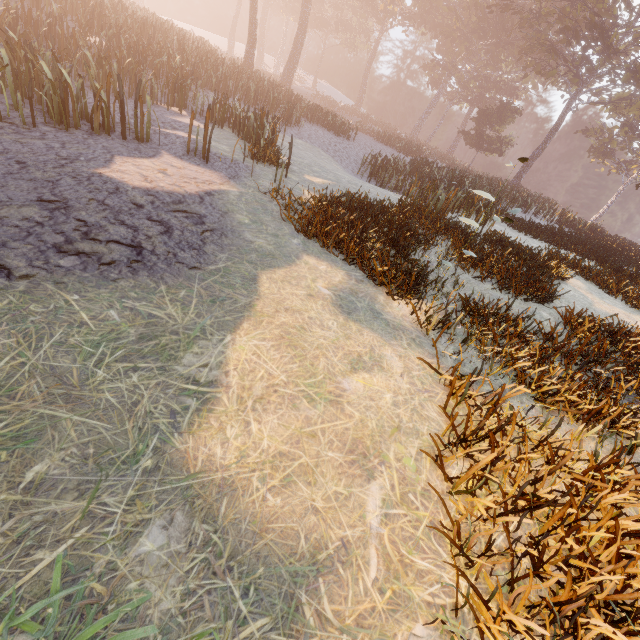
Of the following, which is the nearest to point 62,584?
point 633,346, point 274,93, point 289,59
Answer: point 633,346
